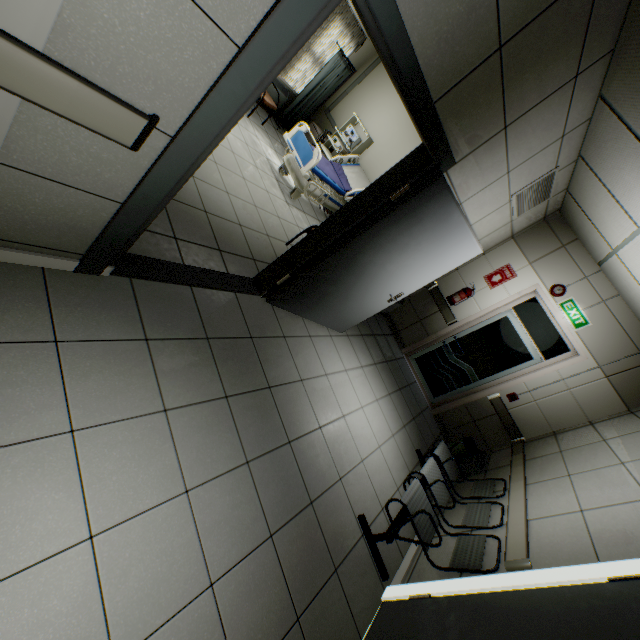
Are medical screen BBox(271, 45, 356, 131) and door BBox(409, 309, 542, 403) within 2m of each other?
no

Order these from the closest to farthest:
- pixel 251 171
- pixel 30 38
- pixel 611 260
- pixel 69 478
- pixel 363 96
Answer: pixel 30 38
pixel 69 478
pixel 611 260
pixel 251 171
pixel 363 96

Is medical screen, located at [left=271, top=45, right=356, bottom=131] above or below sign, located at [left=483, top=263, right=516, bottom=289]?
below

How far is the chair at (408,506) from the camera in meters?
2.7

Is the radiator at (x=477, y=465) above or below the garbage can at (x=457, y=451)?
above

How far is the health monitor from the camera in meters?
6.3 m

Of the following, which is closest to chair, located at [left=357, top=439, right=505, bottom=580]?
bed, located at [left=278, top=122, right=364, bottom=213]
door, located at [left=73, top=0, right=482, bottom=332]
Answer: door, located at [left=73, top=0, right=482, bottom=332]

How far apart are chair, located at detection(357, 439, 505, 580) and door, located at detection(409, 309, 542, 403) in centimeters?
226cm
